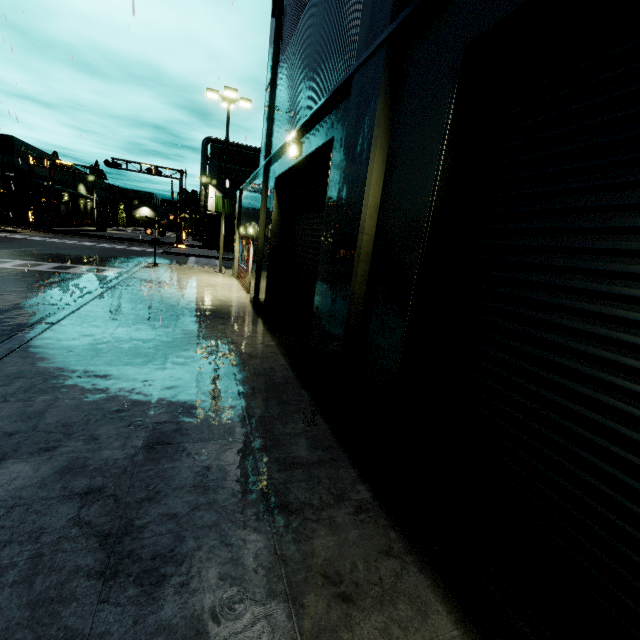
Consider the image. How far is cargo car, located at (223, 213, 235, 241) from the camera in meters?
45.9

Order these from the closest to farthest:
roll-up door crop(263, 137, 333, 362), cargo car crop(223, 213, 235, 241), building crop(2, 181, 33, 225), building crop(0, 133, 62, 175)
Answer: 1. roll-up door crop(263, 137, 333, 362)
2. building crop(0, 133, 62, 175)
3. building crop(2, 181, 33, 225)
4. cargo car crop(223, 213, 235, 241)

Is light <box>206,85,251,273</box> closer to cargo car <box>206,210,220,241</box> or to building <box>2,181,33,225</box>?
building <box>2,181,33,225</box>

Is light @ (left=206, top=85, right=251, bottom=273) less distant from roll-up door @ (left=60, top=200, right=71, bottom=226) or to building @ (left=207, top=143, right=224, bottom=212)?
building @ (left=207, top=143, right=224, bottom=212)

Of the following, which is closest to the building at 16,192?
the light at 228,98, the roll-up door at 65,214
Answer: the roll-up door at 65,214

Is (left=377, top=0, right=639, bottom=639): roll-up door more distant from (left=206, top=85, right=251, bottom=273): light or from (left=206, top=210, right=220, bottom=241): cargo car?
(left=206, top=85, right=251, bottom=273): light

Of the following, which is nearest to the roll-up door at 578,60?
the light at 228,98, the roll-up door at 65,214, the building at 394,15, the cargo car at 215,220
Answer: the building at 394,15

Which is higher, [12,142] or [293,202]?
[12,142]
